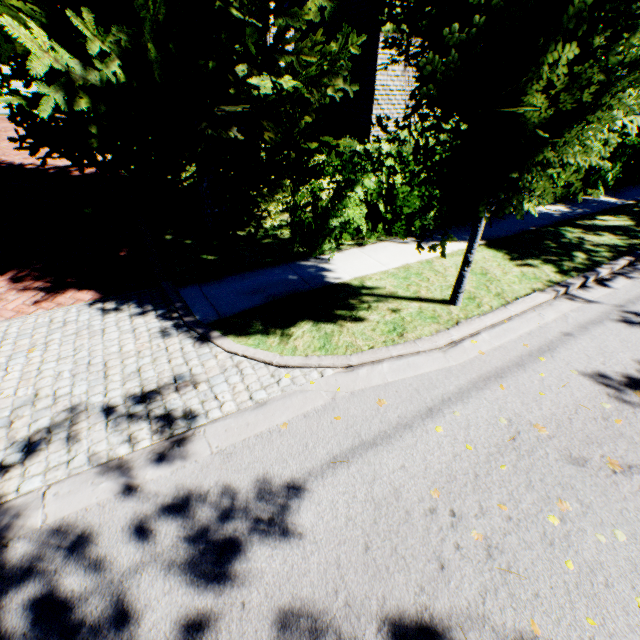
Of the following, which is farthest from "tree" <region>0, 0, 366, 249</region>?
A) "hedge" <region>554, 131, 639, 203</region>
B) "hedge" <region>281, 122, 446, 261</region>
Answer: "hedge" <region>554, 131, 639, 203</region>

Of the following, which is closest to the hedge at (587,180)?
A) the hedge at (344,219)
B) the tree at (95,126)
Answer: the hedge at (344,219)

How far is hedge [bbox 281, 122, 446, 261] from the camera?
5.87m

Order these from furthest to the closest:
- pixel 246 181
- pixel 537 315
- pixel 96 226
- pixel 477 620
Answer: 1. pixel 96 226
2. pixel 246 181
3. pixel 537 315
4. pixel 477 620

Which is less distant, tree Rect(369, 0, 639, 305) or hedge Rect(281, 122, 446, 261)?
tree Rect(369, 0, 639, 305)

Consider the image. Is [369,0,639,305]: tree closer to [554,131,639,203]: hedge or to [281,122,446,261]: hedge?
[281,122,446,261]: hedge

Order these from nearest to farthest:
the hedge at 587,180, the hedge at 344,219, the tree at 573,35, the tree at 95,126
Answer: the tree at 573,35 < the tree at 95,126 < the hedge at 344,219 < the hedge at 587,180
